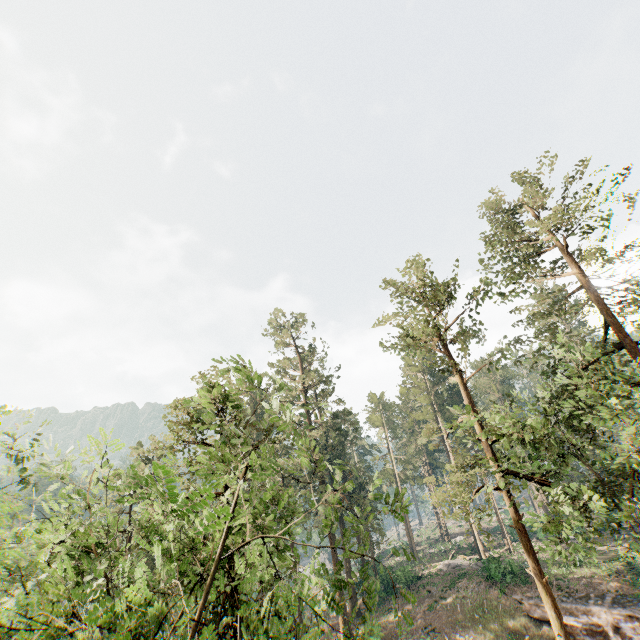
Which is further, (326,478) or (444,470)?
(326,478)

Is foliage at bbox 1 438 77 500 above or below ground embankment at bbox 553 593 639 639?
above

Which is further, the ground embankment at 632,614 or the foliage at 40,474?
the ground embankment at 632,614

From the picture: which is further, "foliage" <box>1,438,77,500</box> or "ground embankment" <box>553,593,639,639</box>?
"ground embankment" <box>553,593,639,639</box>

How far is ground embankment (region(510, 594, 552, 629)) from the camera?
25.88m

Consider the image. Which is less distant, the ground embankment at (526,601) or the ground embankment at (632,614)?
the ground embankment at (632,614)
